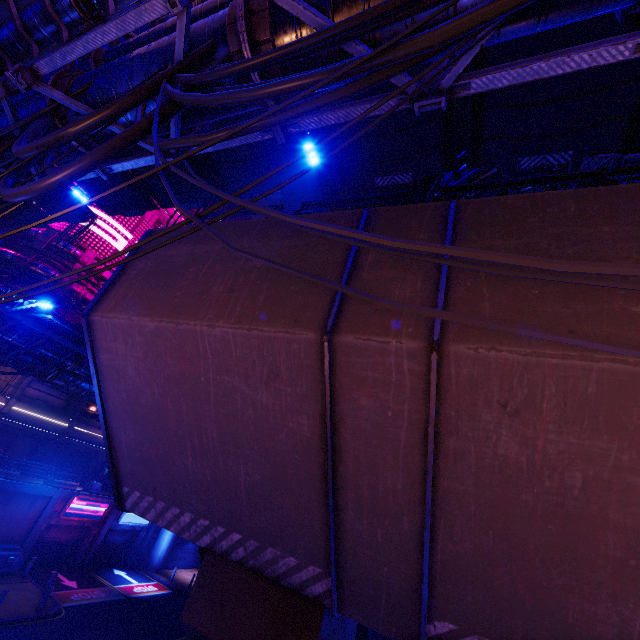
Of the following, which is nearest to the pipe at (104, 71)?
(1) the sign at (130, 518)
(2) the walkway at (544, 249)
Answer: (2) the walkway at (544, 249)

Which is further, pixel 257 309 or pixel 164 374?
pixel 164 374

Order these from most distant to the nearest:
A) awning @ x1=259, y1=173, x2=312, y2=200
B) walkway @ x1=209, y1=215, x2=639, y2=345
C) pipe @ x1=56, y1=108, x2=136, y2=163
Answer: awning @ x1=259, y1=173, x2=312, y2=200
pipe @ x1=56, y1=108, x2=136, y2=163
walkway @ x1=209, y1=215, x2=639, y2=345

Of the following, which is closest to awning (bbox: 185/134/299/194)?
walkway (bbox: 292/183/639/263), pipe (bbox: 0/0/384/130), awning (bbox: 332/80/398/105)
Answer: awning (bbox: 332/80/398/105)

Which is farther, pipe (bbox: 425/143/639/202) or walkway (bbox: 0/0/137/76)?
pipe (bbox: 425/143/639/202)

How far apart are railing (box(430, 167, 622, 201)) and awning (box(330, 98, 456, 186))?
3.93m

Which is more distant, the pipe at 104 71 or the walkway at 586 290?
the pipe at 104 71

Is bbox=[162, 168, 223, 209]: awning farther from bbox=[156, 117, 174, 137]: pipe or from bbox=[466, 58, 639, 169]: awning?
bbox=[466, 58, 639, 169]: awning
